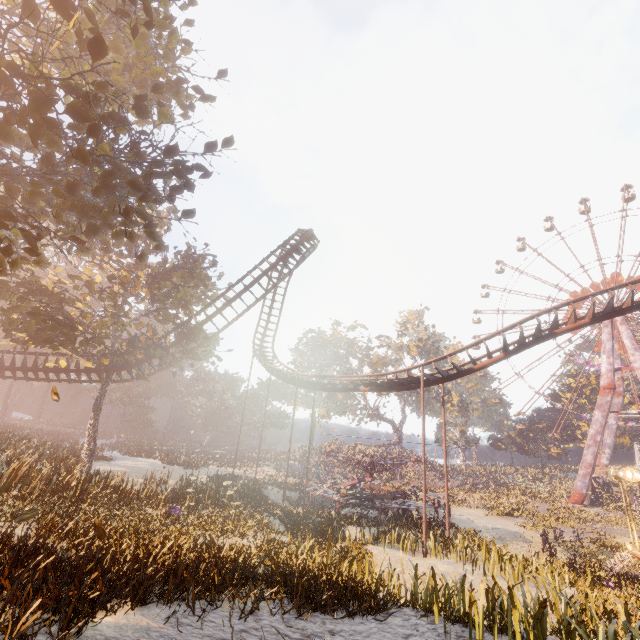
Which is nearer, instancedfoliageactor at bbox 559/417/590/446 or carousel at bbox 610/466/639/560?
carousel at bbox 610/466/639/560

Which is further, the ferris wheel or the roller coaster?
the ferris wheel

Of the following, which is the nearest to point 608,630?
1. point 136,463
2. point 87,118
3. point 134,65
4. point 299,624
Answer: point 299,624

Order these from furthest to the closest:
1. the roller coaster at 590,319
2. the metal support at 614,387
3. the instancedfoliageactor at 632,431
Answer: the instancedfoliageactor at 632,431
the metal support at 614,387
the roller coaster at 590,319

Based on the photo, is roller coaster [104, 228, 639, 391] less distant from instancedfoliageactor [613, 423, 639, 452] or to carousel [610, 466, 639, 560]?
carousel [610, 466, 639, 560]

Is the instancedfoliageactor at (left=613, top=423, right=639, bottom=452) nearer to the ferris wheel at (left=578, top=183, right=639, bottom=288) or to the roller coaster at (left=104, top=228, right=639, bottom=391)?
the ferris wheel at (left=578, top=183, right=639, bottom=288)

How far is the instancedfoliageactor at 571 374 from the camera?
56.8 meters
